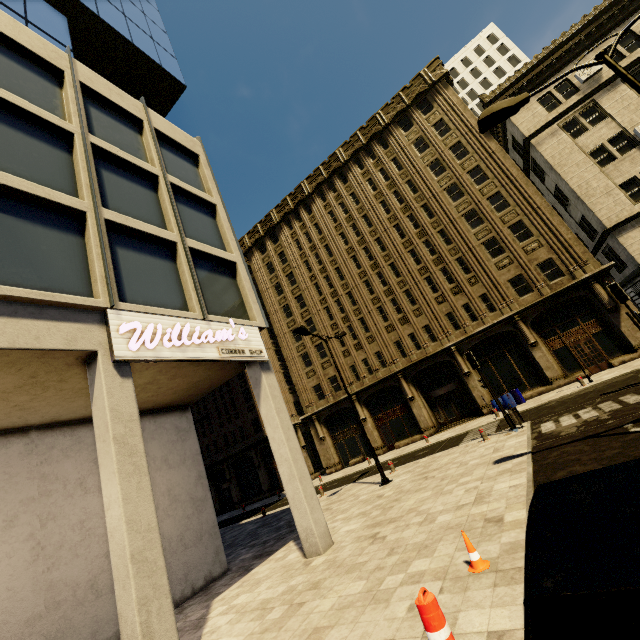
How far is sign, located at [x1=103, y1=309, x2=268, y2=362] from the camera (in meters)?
7.12

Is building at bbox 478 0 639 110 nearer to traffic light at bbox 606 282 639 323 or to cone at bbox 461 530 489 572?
cone at bbox 461 530 489 572

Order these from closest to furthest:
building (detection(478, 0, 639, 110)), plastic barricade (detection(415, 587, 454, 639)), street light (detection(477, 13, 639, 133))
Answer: plastic barricade (detection(415, 587, 454, 639)) → street light (detection(477, 13, 639, 133)) → building (detection(478, 0, 639, 110))

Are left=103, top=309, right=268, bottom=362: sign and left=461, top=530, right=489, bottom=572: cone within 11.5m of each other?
yes

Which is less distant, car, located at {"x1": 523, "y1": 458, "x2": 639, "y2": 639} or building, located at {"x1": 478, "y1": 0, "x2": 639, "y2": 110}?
car, located at {"x1": 523, "y1": 458, "x2": 639, "y2": 639}

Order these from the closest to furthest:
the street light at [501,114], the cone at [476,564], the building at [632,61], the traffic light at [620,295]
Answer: the cone at [476,564] → the street light at [501,114] → the traffic light at [620,295] → the building at [632,61]

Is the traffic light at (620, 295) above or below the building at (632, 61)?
below

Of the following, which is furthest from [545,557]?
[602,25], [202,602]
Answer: [602,25]
